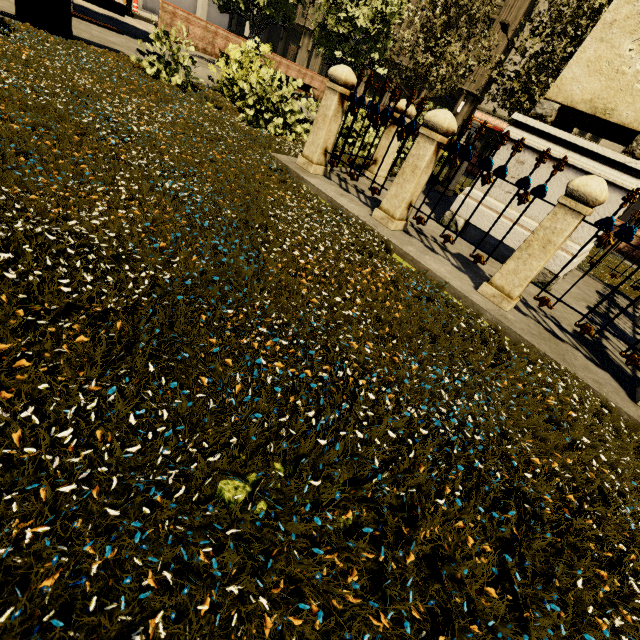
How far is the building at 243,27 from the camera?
29.75m

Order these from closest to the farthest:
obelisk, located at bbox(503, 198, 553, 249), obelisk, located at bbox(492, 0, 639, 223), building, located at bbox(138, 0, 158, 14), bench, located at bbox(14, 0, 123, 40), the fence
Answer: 1. the fence
2. obelisk, located at bbox(492, 0, 639, 223)
3. obelisk, located at bbox(503, 198, 553, 249)
4. bench, located at bbox(14, 0, 123, 40)
5. building, located at bbox(138, 0, 158, 14)

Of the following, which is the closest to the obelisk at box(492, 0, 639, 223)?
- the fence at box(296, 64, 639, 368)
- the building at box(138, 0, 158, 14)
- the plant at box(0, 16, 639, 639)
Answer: the fence at box(296, 64, 639, 368)

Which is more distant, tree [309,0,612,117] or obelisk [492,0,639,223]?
tree [309,0,612,117]

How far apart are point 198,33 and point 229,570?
20.7m

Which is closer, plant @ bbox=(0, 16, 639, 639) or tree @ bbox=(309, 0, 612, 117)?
plant @ bbox=(0, 16, 639, 639)

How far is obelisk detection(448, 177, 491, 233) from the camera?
5.1 meters

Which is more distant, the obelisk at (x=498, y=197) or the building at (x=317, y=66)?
the building at (x=317, y=66)
